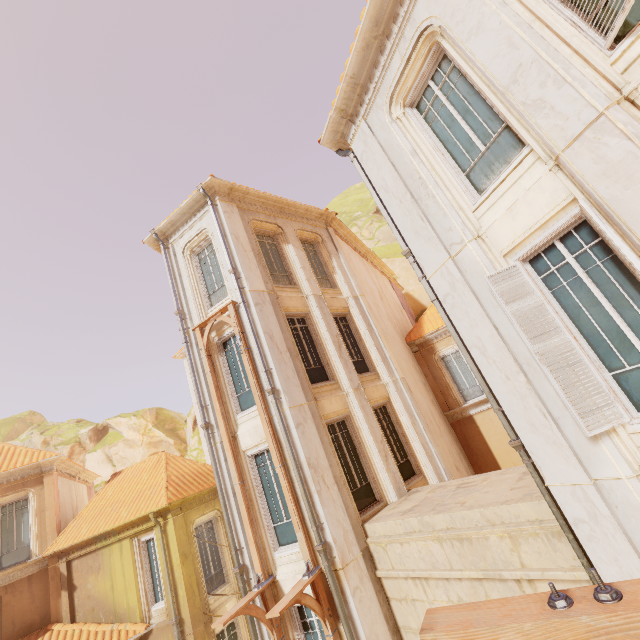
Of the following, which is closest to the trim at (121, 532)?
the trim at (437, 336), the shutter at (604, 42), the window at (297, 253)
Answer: the window at (297, 253)

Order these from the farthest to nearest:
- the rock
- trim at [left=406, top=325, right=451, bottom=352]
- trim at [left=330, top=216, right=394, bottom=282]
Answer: the rock < trim at [left=406, top=325, right=451, bottom=352] < trim at [left=330, top=216, right=394, bottom=282]

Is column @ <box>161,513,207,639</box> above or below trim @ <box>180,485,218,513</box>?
below

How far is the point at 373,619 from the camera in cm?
723

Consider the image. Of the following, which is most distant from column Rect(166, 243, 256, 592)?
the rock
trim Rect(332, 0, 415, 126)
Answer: the rock

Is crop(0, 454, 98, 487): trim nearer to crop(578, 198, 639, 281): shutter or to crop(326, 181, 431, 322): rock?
crop(578, 198, 639, 281): shutter

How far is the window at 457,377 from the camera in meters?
16.2

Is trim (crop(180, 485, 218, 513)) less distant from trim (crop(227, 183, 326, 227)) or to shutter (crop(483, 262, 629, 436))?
trim (crop(227, 183, 326, 227))
